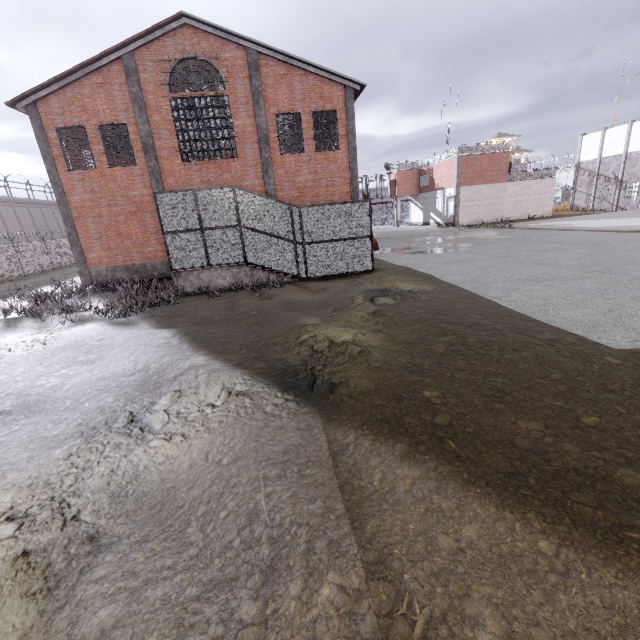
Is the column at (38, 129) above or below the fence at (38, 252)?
above

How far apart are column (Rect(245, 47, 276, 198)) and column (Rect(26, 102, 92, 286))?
10.30m

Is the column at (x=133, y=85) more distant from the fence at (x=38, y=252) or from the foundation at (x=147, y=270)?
the fence at (x=38, y=252)

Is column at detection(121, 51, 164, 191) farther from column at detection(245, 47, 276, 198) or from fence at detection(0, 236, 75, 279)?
fence at detection(0, 236, 75, 279)

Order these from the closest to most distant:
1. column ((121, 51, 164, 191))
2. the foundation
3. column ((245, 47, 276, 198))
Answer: column ((121, 51, 164, 191)) → column ((245, 47, 276, 198)) → the foundation

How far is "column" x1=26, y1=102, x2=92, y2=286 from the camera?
15.74m

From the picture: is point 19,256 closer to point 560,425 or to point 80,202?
point 80,202

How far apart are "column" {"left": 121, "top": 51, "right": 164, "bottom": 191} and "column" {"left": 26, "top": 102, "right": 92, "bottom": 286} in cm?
431
